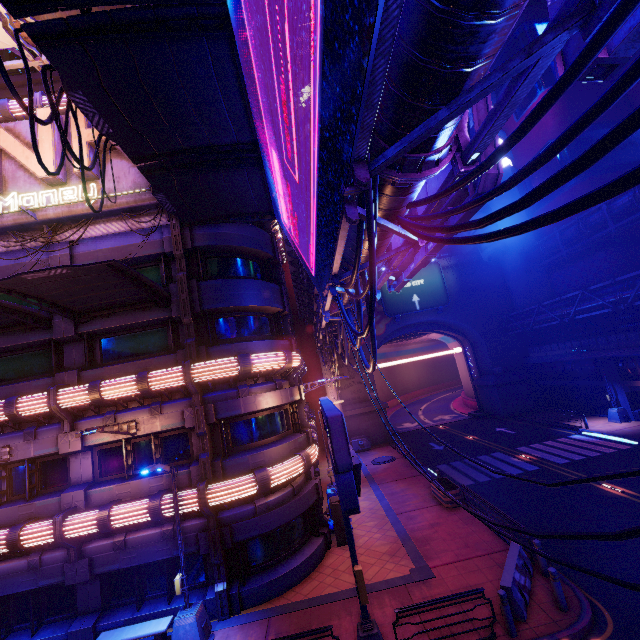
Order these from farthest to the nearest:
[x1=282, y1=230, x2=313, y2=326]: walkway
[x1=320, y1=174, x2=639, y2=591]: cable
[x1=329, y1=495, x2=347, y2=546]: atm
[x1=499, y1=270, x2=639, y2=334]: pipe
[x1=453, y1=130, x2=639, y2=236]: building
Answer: [x1=453, y1=130, x2=639, y2=236]: building
[x1=499, y1=270, x2=639, y2=334]: pipe
[x1=282, y1=230, x2=313, y2=326]: walkway
[x1=329, y1=495, x2=347, y2=546]: atm
[x1=320, y1=174, x2=639, y2=591]: cable

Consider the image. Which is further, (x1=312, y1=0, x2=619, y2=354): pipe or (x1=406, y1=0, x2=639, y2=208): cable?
(x1=312, y1=0, x2=619, y2=354): pipe

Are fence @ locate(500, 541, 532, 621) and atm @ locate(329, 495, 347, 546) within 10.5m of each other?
yes

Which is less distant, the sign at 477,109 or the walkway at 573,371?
the sign at 477,109

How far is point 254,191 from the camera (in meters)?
12.86

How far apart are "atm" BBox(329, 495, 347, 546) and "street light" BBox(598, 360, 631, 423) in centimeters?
2334cm

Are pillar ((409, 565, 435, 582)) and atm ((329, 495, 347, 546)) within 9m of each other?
yes

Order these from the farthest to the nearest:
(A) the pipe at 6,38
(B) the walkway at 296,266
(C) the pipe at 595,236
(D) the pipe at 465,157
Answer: (C) the pipe at 595,236
(B) the walkway at 296,266
(A) the pipe at 6,38
(D) the pipe at 465,157
